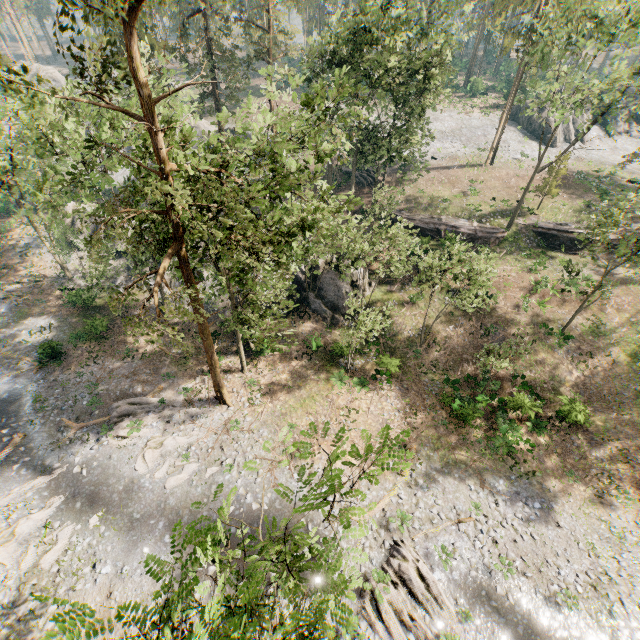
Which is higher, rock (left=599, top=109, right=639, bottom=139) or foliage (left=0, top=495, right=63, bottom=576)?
rock (left=599, top=109, right=639, bottom=139)

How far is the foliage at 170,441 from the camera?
20.6m

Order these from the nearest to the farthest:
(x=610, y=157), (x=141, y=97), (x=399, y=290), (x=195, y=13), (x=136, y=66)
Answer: (x=136, y=66), (x=141, y=97), (x=399, y=290), (x=195, y=13), (x=610, y=157)

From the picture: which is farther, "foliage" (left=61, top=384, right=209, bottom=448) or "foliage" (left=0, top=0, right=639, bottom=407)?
"foliage" (left=61, top=384, right=209, bottom=448)

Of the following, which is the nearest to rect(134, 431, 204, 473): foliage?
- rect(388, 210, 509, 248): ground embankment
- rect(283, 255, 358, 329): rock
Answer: rect(388, 210, 509, 248): ground embankment

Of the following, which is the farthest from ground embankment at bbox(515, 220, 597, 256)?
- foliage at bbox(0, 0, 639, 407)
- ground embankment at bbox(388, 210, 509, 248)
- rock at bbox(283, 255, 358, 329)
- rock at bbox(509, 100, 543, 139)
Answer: rock at bbox(509, 100, 543, 139)
